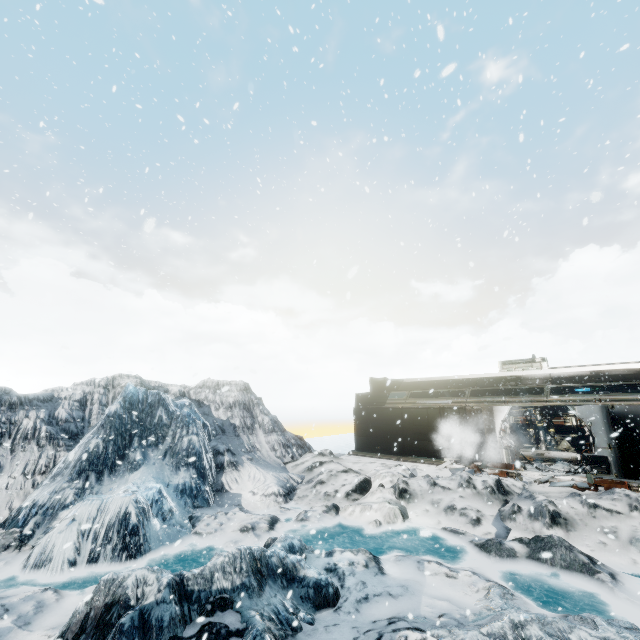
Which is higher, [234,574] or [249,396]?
[249,396]
